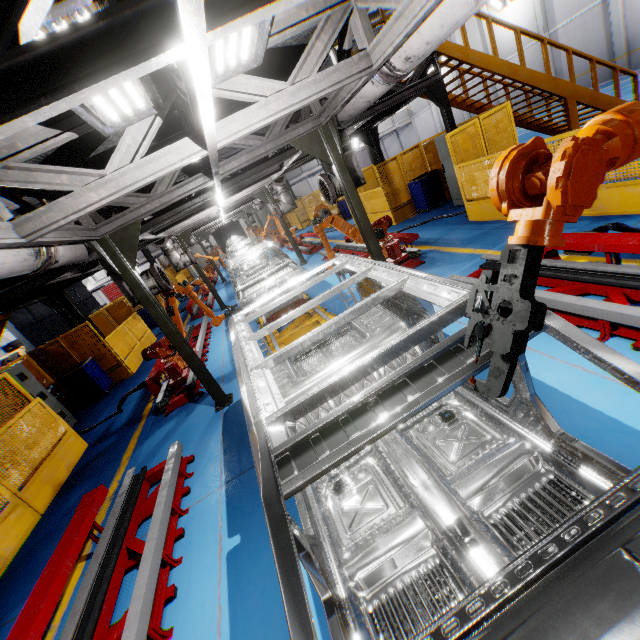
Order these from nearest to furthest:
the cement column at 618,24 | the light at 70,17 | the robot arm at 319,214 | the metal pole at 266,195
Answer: the light at 70,17 → the robot arm at 319,214 → the metal pole at 266,195 → the cement column at 618,24

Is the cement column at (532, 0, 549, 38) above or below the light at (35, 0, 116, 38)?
above

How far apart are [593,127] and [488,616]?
1.56m

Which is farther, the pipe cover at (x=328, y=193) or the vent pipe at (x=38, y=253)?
the pipe cover at (x=328, y=193)

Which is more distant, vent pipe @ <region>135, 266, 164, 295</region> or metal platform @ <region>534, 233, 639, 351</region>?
vent pipe @ <region>135, 266, 164, 295</region>

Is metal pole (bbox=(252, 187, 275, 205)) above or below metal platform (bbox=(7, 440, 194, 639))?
above

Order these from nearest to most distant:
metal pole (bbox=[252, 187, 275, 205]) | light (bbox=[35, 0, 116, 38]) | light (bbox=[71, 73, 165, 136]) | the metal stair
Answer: light (bbox=[35, 0, 116, 38]) < light (bbox=[71, 73, 165, 136]) < the metal stair < metal pole (bbox=[252, 187, 275, 205])

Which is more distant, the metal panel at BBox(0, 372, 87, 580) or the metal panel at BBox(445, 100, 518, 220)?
the metal panel at BBox(445, 100, 518, 220)
